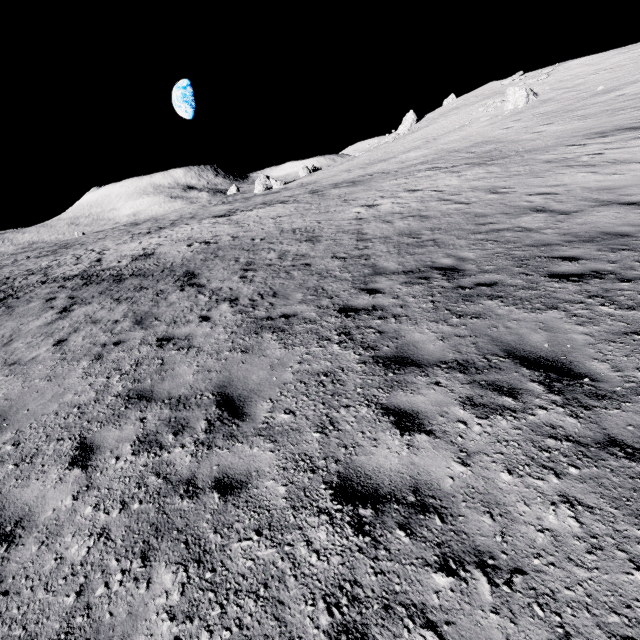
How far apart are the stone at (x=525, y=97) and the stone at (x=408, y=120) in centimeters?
2095cm

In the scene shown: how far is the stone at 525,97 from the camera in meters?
36.8 m

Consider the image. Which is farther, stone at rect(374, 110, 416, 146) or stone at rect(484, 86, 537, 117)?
stone at rect(374, 110, 416, 146)

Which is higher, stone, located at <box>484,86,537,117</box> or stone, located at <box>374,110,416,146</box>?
stone, located at <box>374,110,416,146</box>

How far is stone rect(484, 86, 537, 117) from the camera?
36.75m

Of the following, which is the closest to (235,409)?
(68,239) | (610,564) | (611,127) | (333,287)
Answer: (610,564)

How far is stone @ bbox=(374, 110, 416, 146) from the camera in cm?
5604

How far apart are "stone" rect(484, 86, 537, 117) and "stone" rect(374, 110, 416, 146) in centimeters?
2095cm
